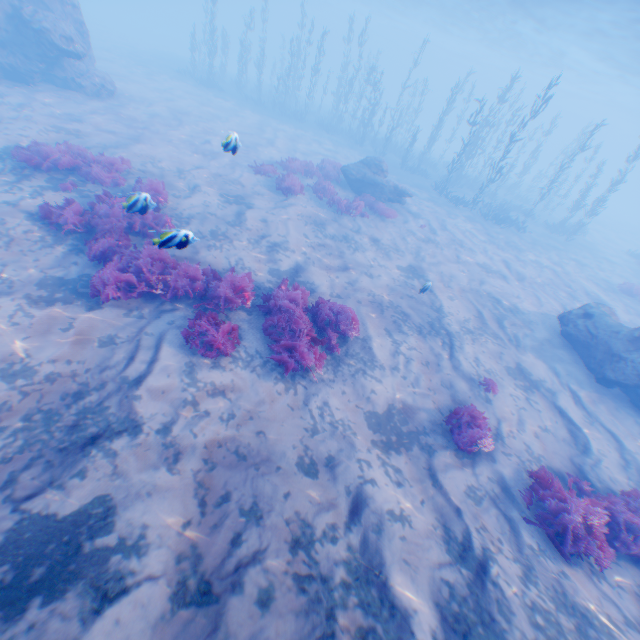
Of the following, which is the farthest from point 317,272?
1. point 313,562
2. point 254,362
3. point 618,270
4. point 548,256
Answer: point 618,270

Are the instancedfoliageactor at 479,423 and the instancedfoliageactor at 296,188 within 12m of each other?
yes

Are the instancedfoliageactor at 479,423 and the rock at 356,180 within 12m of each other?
no

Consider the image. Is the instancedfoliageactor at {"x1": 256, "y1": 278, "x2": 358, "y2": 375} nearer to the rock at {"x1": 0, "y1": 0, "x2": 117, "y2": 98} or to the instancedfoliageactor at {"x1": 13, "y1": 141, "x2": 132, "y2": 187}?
the instancedfoliageactor at {"x1": 13, "y1": 141, "x2": 132, "y2": 187}

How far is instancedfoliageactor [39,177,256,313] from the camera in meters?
7.2

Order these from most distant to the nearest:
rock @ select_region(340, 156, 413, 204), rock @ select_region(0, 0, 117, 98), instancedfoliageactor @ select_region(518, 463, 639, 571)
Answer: rock @ select_region(340, 156, 413, 204) → rock @ select_region(0, 0, 117, 98) → instancedfoliageactor @ select_region(518, 463, 639, 571)

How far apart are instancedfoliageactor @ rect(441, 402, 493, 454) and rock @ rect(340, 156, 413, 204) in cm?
1311

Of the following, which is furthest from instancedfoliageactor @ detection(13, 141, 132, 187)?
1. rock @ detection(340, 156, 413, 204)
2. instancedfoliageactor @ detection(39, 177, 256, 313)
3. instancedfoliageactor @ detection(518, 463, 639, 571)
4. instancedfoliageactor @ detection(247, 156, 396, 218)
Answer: instancedfoliageactor @ detection(518, 463, 639, 571)
